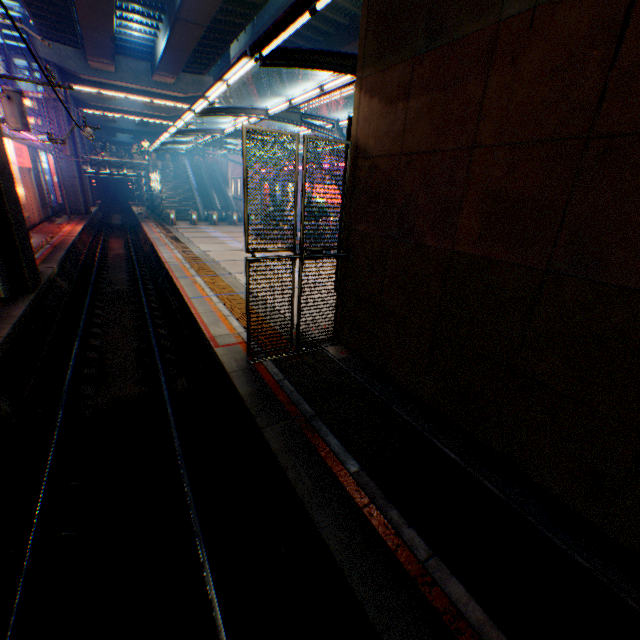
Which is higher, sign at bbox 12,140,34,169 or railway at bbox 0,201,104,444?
sign at bbox 12,140,34,169

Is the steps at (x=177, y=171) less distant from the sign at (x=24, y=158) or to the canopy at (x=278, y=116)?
the canopy at (x=278, y=116)

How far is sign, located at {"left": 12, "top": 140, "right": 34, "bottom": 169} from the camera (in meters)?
21.50

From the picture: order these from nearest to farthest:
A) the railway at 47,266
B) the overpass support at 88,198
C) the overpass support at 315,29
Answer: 1. the railway at 47,266
2. the overpass support at 315,29
3. the overpass support at 88,198

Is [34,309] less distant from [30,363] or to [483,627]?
[30,363]

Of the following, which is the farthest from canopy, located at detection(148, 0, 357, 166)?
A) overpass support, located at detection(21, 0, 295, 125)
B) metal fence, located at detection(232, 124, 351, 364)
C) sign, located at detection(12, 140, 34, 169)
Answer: sign, located at detection(12, 140, 34, 169)

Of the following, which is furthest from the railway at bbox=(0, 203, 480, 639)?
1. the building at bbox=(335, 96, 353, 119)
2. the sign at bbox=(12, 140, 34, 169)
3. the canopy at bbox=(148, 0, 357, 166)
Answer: the building at bbox=(335, 96, 353, 119)

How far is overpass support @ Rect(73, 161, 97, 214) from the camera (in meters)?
34.22
